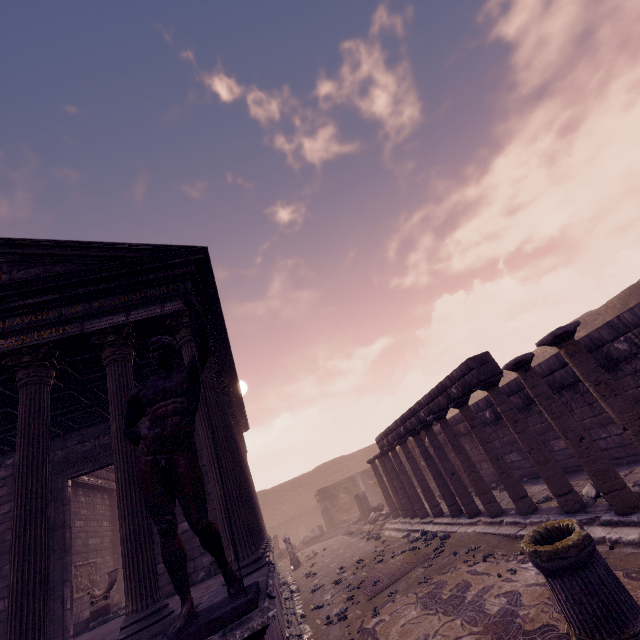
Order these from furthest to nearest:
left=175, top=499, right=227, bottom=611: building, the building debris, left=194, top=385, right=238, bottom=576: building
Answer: the building debris < left=194, top=385, right=238, bottom=576: building < left=175, top=499, right=227, bottom=611: building

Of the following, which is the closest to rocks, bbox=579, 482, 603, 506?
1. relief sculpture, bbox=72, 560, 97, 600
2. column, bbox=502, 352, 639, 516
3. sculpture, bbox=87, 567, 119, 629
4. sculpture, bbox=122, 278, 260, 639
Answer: column, bbox=502, 352, 639, 516

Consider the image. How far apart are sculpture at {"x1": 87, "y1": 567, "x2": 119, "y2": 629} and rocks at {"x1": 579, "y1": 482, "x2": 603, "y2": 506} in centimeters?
1315cm

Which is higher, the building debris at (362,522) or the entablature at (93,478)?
the entablature at (93,478)

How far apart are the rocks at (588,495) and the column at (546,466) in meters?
0.0 m

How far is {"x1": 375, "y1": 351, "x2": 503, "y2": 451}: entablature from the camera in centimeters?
667cm

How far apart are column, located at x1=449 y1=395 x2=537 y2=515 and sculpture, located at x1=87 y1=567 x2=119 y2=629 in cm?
1197

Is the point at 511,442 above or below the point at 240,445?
below
